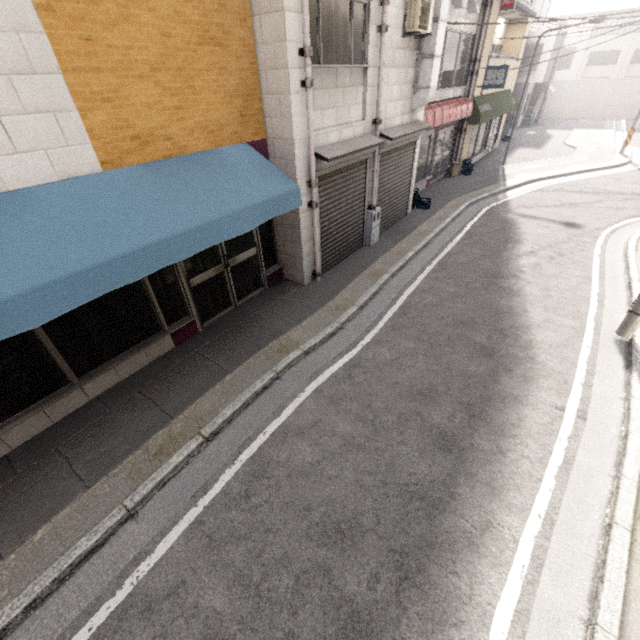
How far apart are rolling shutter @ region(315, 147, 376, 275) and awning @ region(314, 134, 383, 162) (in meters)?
0.06

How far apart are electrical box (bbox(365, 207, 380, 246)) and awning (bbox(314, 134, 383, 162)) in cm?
163

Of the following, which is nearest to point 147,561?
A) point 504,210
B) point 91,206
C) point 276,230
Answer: point 91,206

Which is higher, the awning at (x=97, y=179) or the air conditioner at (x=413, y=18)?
the air conditioner at (x=413, y=18)

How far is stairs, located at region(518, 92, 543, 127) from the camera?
26.3m

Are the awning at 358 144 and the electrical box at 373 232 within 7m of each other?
yes

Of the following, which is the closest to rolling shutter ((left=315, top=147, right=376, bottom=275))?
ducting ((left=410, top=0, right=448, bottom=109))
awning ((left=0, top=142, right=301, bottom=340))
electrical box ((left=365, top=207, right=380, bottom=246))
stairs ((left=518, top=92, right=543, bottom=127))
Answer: electrical box ((left=365, top=207, right=380, bottom=246))

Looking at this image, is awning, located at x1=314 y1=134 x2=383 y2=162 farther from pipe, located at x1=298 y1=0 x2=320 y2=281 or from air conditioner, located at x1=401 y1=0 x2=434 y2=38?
air conditioner, located at x1=401 y1=0 x2=434 y2=38
